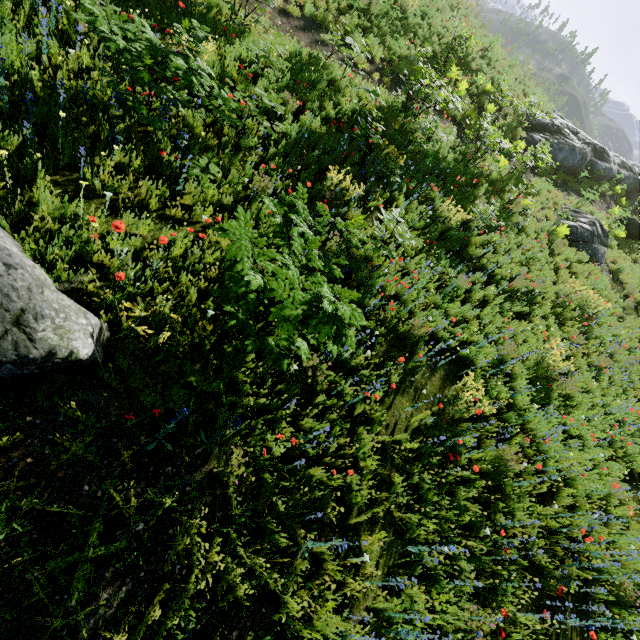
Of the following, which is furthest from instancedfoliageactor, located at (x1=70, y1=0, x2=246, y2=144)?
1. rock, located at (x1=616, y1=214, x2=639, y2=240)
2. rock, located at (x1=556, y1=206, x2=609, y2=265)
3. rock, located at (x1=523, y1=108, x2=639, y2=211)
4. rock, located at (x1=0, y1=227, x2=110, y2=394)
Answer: rock, located at (x1=616, y1=214, x2=639, y2=240)

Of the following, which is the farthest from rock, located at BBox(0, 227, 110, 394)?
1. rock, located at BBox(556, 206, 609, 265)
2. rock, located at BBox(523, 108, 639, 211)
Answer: rock, located at BBox(523, 108, 639, 211)

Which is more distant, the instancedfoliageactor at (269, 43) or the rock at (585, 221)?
the rock at (585, 221)

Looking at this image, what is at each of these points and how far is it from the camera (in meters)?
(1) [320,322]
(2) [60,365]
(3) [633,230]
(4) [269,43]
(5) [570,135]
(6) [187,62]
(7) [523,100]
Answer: (1) instancedfoliageactor, 2.95
(2) rock, 2.58
(3) rock, 16.92
(4) instancedfoliageactor, 6.77
(5) rock, 18.38
(6) instancedfoliageactor, 4.77
(7) instancedfoliageactor, 14.37

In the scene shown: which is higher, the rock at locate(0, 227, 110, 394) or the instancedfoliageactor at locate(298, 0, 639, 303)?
the instancedfoliageactor at locate(298, 0, 639, 303)

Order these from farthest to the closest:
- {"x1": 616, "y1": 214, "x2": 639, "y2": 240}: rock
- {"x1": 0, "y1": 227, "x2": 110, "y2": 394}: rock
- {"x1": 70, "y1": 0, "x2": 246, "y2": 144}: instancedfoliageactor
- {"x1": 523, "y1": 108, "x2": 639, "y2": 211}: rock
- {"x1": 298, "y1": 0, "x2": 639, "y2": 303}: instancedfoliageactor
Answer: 1. {"x1": 523, "y1": 108, "x2": 639, "y2": 211}: rock
2. {"x1": 616, "y1": 214, "x2": 639, "y2": 240}: rock
3. {"x1": 298, "y1": 0, "x2": 639, "y2": 303}: instancedfoliageactor
4. {"x1": 70, "y1": 0, "x2": 246, "y2": 144}: instancedfoliageactor
5. {"x1": 0, "y1": 227, "x2": 110, "y2": 394}: rock

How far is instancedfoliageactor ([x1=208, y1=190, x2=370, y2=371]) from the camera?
2.9m

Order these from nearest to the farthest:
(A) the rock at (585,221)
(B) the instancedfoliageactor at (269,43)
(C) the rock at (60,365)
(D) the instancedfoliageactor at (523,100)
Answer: (C) the rock at (60,365), (B) the instancedfoliageactor at (269,43), (D) the instancedfoliageactor at (523,100), (A) the rock at (585,221)
